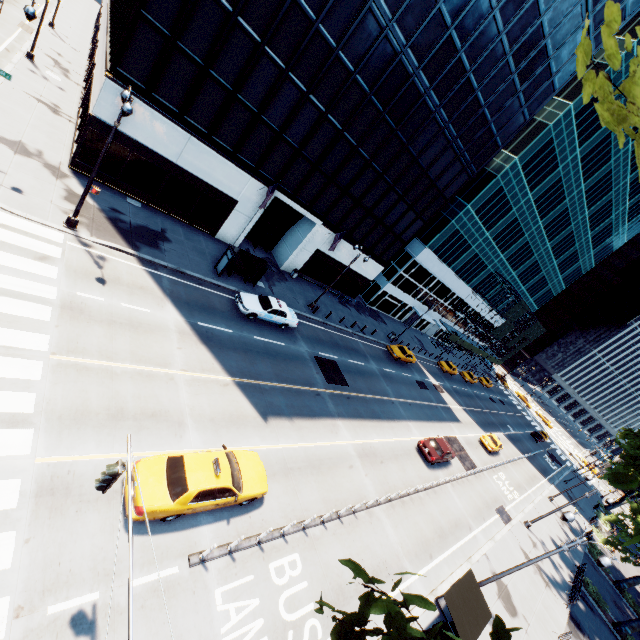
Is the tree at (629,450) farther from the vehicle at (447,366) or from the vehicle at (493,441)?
the vehicle at (447,366)

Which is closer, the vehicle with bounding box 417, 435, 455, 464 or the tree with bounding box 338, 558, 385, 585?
the tree with bounding box 338, 558, 385, 585

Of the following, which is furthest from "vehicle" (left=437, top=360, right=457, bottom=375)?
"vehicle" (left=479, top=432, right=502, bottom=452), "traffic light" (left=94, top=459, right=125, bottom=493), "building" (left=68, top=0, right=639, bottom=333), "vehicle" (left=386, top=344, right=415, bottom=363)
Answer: "traffic light" (left=94, top=459, right=125, bottom=493)

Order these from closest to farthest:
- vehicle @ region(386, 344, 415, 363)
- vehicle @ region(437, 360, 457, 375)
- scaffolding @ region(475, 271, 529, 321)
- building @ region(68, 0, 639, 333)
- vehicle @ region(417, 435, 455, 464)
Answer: building @ region(68, 0, 639, 333) → vehicle @ region(417, 435, 455, 464) → vehicle @ region(386, 344, 415, 363) → vehicle @ region(437, 360, 457, 375) → scaffolding @ region(475, 271, 529, 321)

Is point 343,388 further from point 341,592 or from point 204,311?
point 341,592

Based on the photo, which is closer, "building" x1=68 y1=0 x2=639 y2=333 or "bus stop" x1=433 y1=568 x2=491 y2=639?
"bus stop" x1=433 y1=568 x2=491 y2=639

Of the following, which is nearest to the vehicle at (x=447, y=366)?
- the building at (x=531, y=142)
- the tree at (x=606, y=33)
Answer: the building at (x=531, y=142)

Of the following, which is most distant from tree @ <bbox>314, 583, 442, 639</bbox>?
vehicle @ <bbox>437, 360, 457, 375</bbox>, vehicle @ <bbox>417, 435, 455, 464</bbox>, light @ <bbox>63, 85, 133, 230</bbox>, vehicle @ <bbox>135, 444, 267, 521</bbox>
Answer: vehicle @ <bbox>437, 360, 457, 375</bbox>
